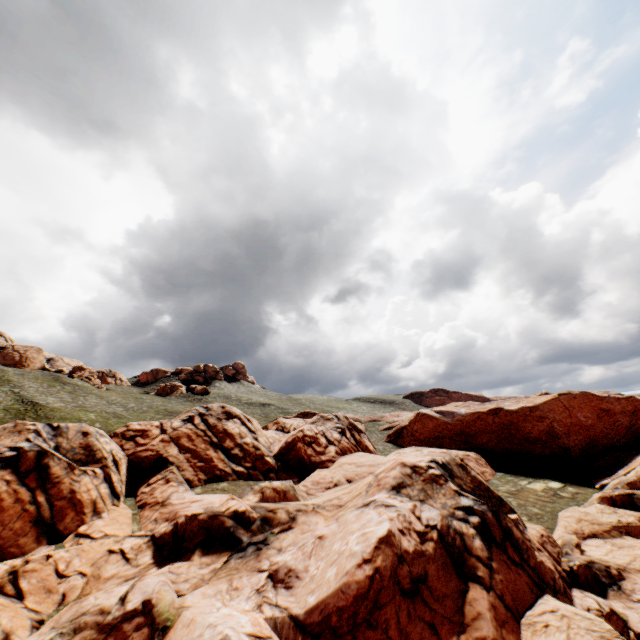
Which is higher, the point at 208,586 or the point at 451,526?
the point at 451,526
